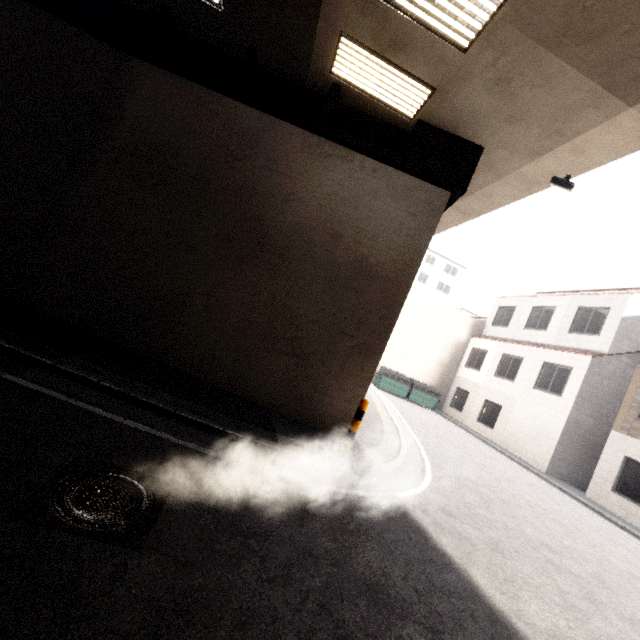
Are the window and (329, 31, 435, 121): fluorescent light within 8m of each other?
yes

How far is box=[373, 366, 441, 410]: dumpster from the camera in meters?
20.6 m

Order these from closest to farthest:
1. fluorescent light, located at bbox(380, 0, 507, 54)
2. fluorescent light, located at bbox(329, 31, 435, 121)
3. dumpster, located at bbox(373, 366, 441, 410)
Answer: fluorescent light, located at bbox(380, 0, 507, 54), fluorescent light, located at bbox(329, 31, 435, 121), dumpster, located at bbox(373, 366, 441, 410)

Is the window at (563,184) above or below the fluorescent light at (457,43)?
below

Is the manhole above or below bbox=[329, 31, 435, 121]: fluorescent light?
below

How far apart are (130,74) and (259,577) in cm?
951

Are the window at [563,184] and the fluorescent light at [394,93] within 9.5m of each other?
yes

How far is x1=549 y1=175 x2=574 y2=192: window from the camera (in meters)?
6.56
